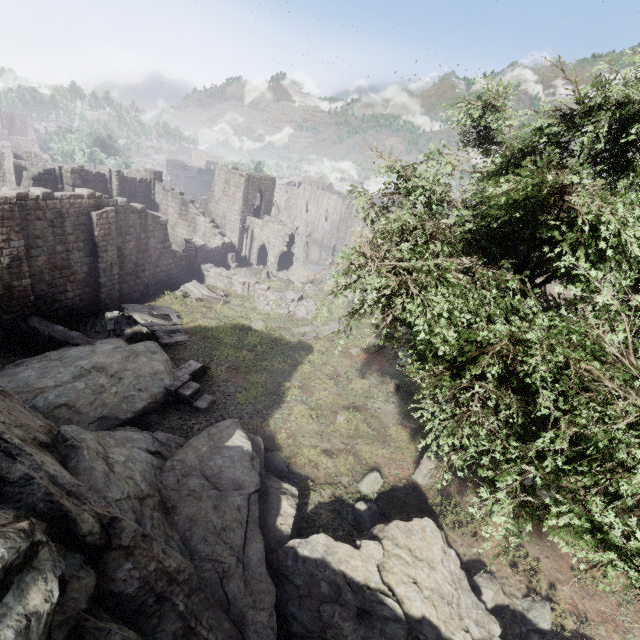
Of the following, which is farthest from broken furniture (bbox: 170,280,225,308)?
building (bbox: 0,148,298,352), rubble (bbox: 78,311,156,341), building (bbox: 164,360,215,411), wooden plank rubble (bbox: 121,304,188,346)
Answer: building (bbox: 164,360,215,411)

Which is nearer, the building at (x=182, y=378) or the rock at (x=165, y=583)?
the rock at (x=165, y=583)

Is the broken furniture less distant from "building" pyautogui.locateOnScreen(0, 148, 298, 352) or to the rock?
"building" pyautogui.locateOnScreen(0, 148, 298, 352)

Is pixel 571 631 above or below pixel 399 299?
below

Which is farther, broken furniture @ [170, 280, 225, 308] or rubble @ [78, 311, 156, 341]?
broken furniture @ [170, 280, 225, 308]

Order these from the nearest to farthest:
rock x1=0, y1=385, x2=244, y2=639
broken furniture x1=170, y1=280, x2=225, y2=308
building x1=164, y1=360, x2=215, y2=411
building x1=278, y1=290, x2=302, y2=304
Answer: rock x1=0, y1=385, x2=244, y2=639 → building x1=164, y1=360, x2=215, y2=411 → broken furniture x1=170, y1=280, x2=225, y2=308 → building x1=278, y1=290, x2=302, y2=304

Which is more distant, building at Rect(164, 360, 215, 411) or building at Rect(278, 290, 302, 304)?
building at Rect(278, 290, 302, 304)

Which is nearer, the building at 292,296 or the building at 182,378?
the building at 182,378
